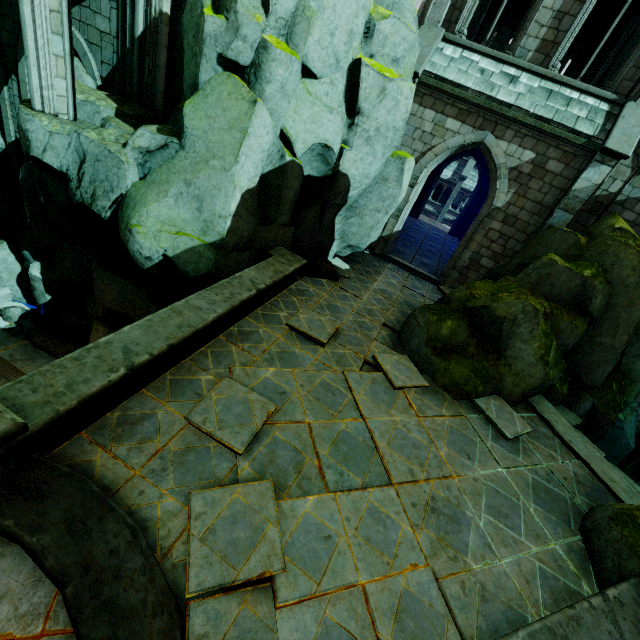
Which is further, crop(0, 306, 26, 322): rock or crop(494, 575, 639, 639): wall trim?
crop(0, 306, 26, 322): rock

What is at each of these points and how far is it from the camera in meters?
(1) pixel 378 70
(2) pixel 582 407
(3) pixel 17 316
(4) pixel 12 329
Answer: (1) rock, 8.0
(2) rock, 9.1
(3) rock, 13.8
(4) rock, 13.3

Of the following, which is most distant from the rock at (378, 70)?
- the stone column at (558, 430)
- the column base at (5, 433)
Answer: the column base at (5, 433)

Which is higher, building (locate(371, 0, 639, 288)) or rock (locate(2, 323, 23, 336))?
building (locate(371, 0, 639, 288))

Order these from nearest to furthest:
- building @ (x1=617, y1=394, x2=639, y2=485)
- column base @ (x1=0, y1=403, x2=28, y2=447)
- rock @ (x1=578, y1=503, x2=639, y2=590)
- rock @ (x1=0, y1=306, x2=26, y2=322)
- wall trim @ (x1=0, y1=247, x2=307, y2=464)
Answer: column base @ (x1=0, y1=403, x2=28, y2=447) < wall trim @ (x1=0, y1=247, x2=307, y2=464) < rock @ (x1=578, y1=503, x2=639, y2=590) < building @ (x1=617, y1=394, x2=639, y2=485) < rock @ (x1=0, y1=306, x2=26, y2=322)

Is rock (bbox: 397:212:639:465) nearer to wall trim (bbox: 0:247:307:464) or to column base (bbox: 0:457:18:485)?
wall trim (bbox: 0:247:307:464)

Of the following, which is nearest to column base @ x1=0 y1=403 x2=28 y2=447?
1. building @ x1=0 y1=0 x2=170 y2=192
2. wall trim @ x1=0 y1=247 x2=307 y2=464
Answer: wall trim @ x1=0 y1=247 x2=307 y2=464

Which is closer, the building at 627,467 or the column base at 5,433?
the column base at 5,433
